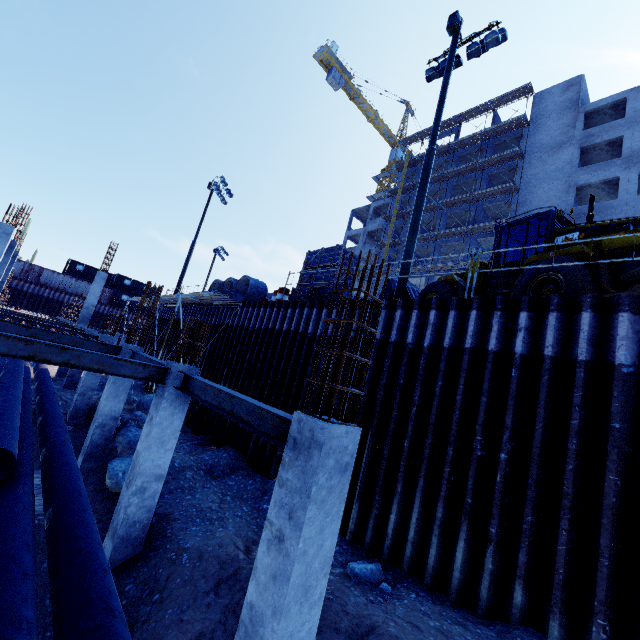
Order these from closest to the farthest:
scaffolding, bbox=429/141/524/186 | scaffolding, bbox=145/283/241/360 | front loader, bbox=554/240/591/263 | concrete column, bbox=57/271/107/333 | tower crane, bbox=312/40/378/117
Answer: front loader, bbox=554/240/591/263
scaffolding, bbox=145/283/241/360
concrete column, bbox=57/271/107/333
scaffolding, bbox=429/141/524/186
tower crane, bbox=312/40/378/117

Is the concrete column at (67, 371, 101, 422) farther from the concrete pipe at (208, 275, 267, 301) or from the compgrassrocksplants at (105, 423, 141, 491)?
the compgrassrocksplants at (105, 423, 141, 491)

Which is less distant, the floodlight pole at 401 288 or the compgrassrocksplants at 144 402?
the floodlight pole at 401 288

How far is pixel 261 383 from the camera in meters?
12.3 m

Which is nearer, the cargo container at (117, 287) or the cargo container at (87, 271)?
the cargo container at (87, 271)

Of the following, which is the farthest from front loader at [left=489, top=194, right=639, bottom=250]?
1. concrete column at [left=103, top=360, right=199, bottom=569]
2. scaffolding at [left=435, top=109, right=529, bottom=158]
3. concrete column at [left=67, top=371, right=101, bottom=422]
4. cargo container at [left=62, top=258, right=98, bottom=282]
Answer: cargo container at [left=62, top=258, right=98, bottom=282]

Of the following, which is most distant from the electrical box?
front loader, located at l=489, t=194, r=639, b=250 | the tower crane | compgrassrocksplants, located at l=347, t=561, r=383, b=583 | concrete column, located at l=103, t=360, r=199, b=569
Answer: the tower crane

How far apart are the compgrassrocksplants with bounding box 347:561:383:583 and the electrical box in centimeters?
1677cm
